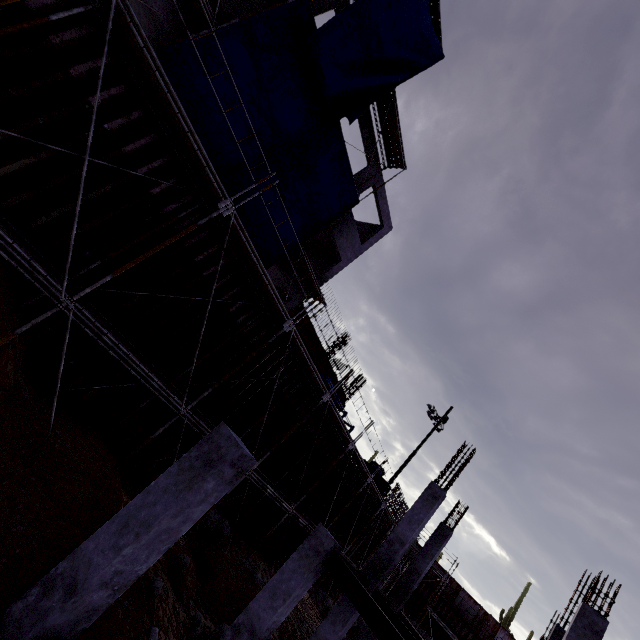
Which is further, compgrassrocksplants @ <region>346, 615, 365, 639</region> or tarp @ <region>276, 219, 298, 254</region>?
compgrassrocksplants @ <region>346, 615, 365, 639</region>

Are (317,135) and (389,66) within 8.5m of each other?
yes

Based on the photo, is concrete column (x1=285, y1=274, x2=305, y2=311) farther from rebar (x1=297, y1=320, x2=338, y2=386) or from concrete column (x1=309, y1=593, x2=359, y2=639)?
concrete column (x1=309, y1=593, x2=359, y2=639)

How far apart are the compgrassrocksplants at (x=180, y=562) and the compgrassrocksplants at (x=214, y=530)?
2.04m

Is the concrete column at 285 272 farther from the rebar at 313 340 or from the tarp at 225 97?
the tarp at 225 97

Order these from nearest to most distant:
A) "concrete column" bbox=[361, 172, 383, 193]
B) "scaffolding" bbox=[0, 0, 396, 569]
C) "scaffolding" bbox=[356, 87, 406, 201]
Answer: "scaffolding" bbox=[0, 0, 396, 569] < "scaffolding" bbox=[356, 87, 406, 201] < "concrete column" bbox=[361, 172, 383, 193]

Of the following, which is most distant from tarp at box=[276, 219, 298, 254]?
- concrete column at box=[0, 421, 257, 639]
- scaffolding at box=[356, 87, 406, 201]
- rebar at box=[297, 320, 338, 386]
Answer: concrete column at box=[0, 421, 257, 639]

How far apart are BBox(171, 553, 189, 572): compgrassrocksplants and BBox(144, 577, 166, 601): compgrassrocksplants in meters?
1.8
